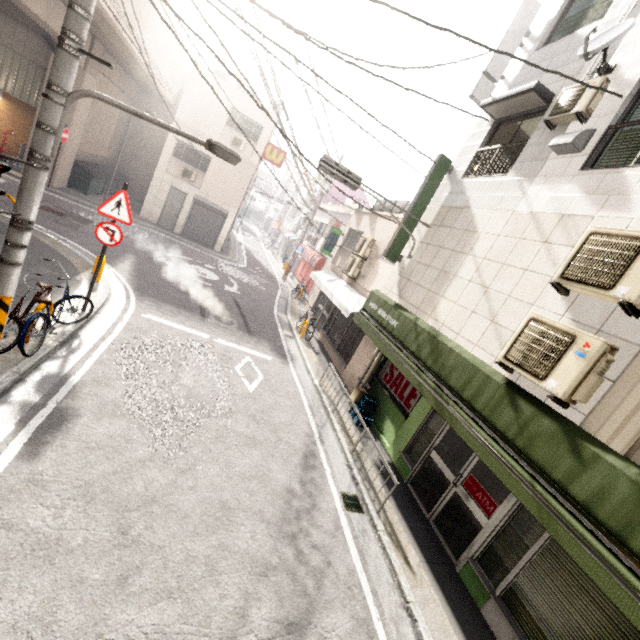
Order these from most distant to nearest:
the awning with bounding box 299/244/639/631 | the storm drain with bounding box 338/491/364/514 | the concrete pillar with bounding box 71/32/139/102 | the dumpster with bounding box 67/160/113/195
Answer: the dumpster with bounding box 67/160/113/195
the concrete pillar with bounding box 71/32/139/102
the storm drain with bounding box 338/491/364/514
the awning with bounding box 299/244/639/631

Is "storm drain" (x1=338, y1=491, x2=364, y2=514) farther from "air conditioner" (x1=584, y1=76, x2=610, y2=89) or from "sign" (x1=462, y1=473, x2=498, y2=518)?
"air conditioner" (x1=584, y1=76, x2=610, y2=89)

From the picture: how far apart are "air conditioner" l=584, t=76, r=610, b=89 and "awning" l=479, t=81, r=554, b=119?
0.40m

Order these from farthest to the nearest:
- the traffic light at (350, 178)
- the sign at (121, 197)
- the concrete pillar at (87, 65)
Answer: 1. the concrete pillar at (87, 65)
2. the traffic light at (350, 178)
3. the sign at (121, 197)

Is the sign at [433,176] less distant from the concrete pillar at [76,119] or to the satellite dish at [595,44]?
the satellite dish at [595,44]

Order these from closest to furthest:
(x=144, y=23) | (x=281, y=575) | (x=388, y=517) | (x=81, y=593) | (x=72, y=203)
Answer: (x=81, y=593)
(x=281, y=575)
(x=388, y=517)
(x=144, y=23)
(x=72, y=203)

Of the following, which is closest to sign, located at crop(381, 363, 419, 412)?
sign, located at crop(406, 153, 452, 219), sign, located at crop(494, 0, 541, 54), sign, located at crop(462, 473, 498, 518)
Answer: sign, located at crop(462, 473, 498, 518)

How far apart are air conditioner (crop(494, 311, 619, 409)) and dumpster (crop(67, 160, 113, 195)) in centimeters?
2096cm
